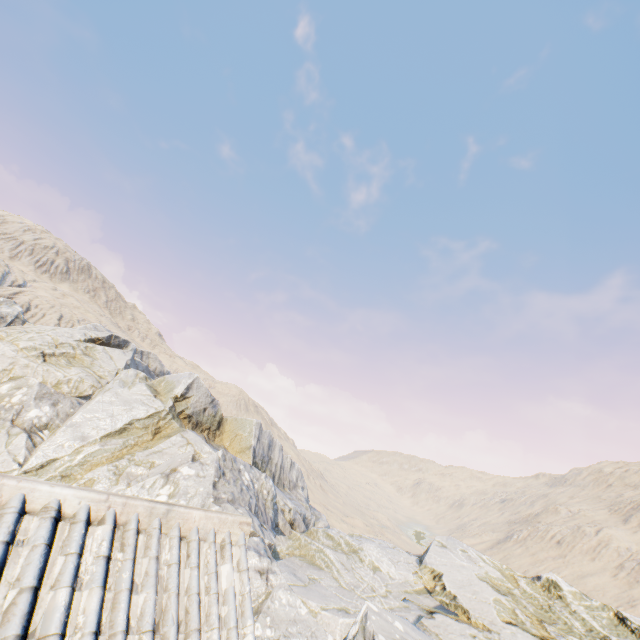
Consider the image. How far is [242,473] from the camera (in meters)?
17.84
